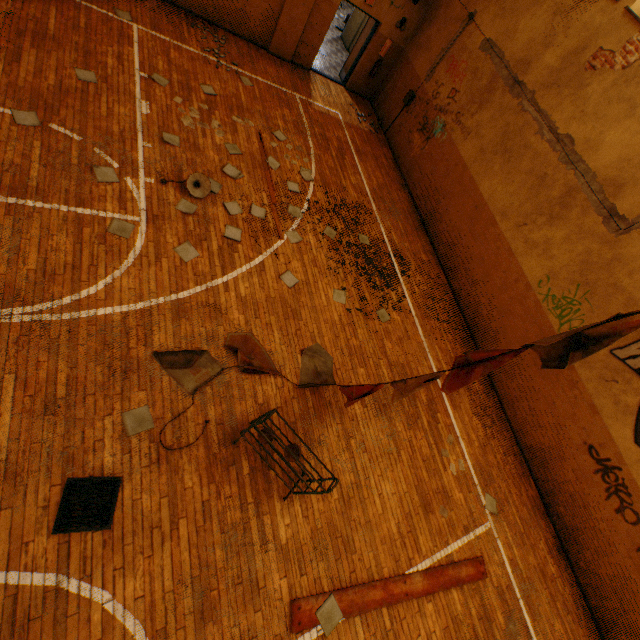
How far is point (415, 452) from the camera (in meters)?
6.43

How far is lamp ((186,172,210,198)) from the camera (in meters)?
6.29

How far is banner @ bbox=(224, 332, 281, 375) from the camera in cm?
538

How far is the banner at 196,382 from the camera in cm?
479

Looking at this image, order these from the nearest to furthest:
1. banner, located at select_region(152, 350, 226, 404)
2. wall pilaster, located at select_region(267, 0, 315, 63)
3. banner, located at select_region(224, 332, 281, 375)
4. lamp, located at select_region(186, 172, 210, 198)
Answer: banner, located at select_region(152, 350, 226, 404), banner, located at select_region(224, 332, 281, 375), lamp, located at select_region(186, 172, 210, 198), wall pilaster, located at select_region(267, 0, 315, 63)

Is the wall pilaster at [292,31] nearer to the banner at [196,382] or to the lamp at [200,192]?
the lamp at [200,192]

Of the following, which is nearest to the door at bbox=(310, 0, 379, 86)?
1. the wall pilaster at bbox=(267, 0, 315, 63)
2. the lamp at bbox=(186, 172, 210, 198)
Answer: the wall pilaster at bbox=(267, 0, 315, 63)
